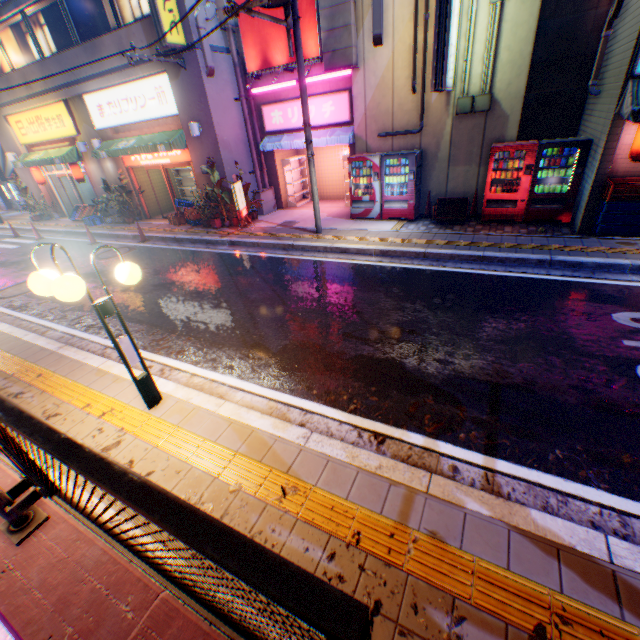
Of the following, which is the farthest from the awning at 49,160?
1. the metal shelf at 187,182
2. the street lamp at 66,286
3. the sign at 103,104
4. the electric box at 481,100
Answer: the electric box at 481,100

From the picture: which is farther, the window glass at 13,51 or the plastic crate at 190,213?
the window glass at 13,51

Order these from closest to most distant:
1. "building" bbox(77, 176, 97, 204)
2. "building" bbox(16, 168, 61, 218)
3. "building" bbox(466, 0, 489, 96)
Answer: "building" bbox(466, 0, 489, 96), "building" bbox(16, 168, 61, 218), "building" bbox(77, 176, 97, 204)

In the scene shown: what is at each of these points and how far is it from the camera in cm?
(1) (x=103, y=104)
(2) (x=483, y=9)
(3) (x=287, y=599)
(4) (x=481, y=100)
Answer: (1) sign, 1350
(2) building, 828
(3) metal fence, 68
(4) electric box, 892

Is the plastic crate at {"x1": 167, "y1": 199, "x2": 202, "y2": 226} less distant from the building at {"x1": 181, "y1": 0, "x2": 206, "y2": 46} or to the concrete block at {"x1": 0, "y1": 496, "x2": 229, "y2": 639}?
the building at {"x1": 181, "y1": 0, "x2": 206, "y2": 46}

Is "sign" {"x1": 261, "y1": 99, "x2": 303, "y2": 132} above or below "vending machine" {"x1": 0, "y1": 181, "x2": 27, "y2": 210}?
above

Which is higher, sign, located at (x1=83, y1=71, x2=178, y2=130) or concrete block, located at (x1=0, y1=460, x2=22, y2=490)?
sign, located at (x1=83, y1=71, x2=178, y2=130)

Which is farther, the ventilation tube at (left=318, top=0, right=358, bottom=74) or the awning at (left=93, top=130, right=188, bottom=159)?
the awning at (left=93, top=130, right=188, bottom=159)
